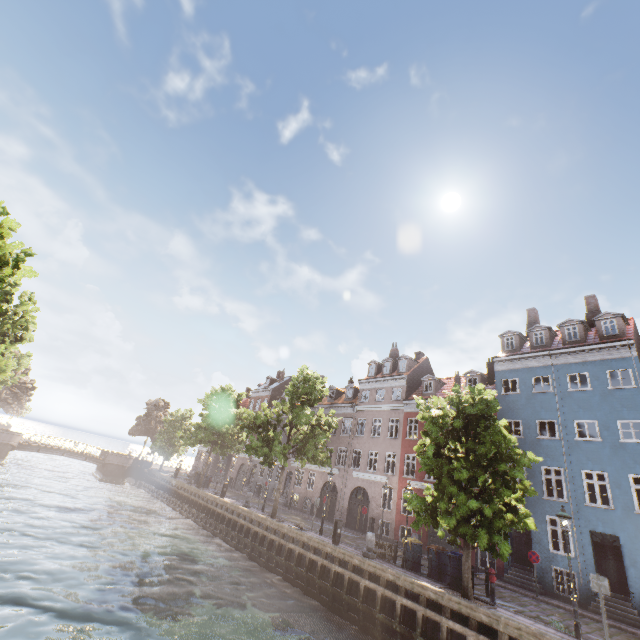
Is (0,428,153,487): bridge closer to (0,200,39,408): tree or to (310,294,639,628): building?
(0,200,39,408): tree

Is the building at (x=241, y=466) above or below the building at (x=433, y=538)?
above

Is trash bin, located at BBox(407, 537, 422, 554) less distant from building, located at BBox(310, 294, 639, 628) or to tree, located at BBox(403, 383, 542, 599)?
tree, located at BBox(403, 383, 542, 599)

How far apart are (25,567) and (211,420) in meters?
20.2

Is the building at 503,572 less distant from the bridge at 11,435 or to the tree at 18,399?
the tree at 18,399

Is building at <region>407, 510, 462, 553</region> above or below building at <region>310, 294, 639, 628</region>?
below

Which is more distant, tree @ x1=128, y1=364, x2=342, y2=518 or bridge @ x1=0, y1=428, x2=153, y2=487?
bridge @ x1=0, y1=428, x2=153, y2=487

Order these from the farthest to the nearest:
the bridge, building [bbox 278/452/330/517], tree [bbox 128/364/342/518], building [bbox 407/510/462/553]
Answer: the bridge
building [bbox 278/452/330/517]
tree [bbox 128/364/342/518]
building [bbox 407/510/462/553]
